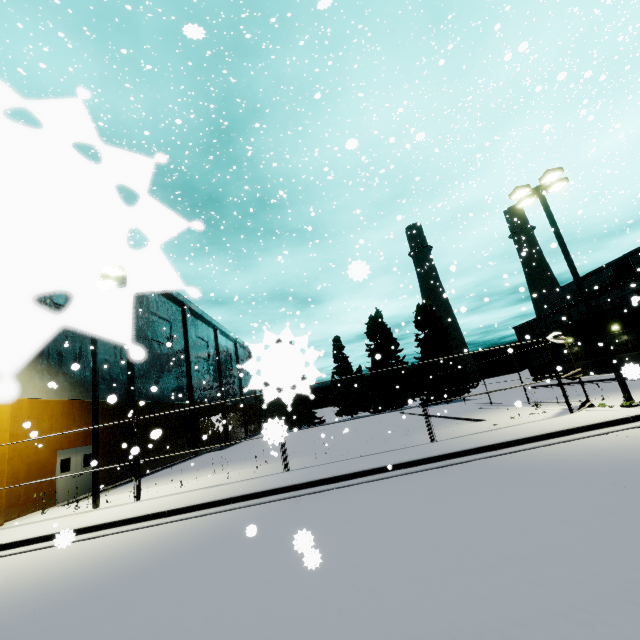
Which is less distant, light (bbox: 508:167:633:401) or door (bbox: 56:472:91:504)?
light (bbox: 508:167:633:401)

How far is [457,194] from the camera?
31.3 meters

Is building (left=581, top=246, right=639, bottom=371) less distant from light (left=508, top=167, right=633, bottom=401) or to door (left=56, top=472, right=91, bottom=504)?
door (left=56, top=472, right=91, bottom=504)

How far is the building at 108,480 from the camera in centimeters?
1848cm

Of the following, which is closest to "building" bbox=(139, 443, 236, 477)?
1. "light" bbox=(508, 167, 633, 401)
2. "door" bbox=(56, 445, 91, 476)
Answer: "door" bbox=(56, 445, 91, 476)

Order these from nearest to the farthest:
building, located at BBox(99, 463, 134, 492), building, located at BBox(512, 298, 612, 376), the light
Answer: the light → building, located at BBox(99, 463, 134, 492) → building, located at BBox(512, 298, 612, 376)

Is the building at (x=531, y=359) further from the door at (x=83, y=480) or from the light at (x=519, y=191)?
the light at (x=519, y=191)

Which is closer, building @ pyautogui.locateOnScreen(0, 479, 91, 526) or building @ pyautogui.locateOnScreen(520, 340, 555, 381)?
building @ pyautogui.locateOnScreen(0, 479, 91, 526)
